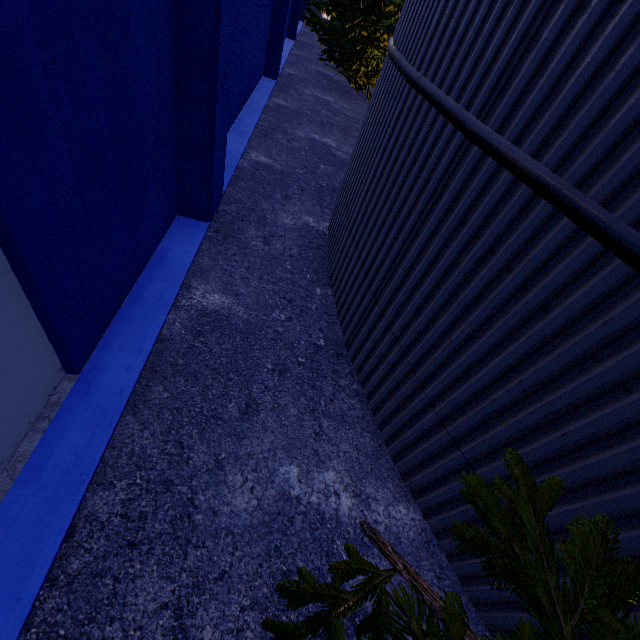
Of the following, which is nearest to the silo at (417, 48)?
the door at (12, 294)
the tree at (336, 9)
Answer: the tree at (336, 9)

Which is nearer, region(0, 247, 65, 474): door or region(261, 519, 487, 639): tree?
region(261, 519, 487, 639): tree

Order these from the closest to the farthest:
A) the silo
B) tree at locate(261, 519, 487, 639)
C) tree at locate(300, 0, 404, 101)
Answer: tree at locate(261, 519, 487, 639), the silo, tree at locate(300, 0, 404, 101)

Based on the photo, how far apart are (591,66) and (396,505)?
3.60m

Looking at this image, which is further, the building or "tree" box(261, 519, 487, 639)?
the building

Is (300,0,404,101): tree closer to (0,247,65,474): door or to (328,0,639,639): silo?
(328,0,639,639): silo

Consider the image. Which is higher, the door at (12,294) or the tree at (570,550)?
the tree at (570,550)

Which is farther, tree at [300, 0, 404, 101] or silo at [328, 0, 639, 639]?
tree at [300, 0, 404, 101]
